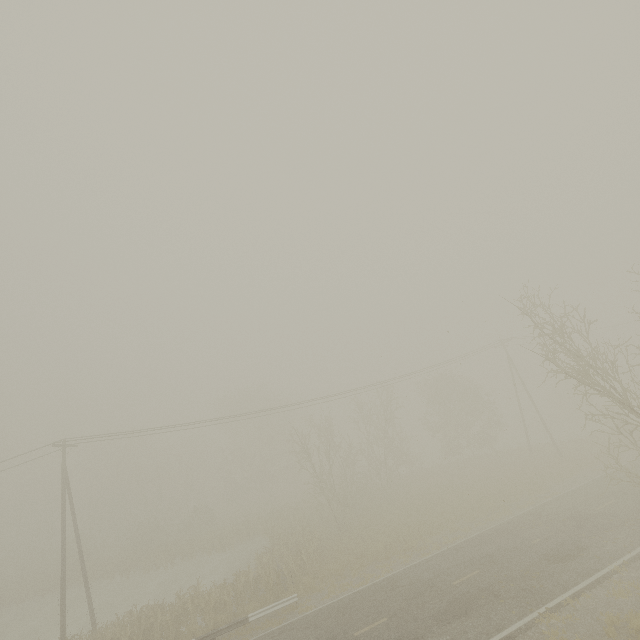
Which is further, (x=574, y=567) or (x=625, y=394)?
(x=574, y=567)
